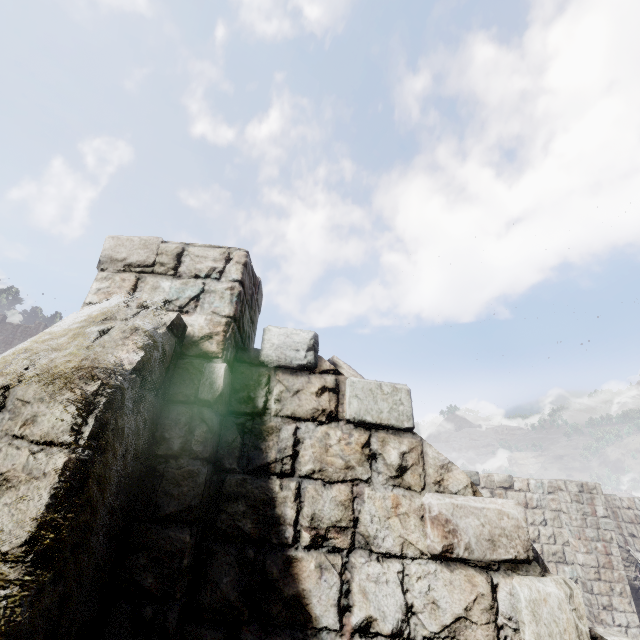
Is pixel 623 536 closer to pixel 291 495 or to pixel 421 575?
pixel 421 575
